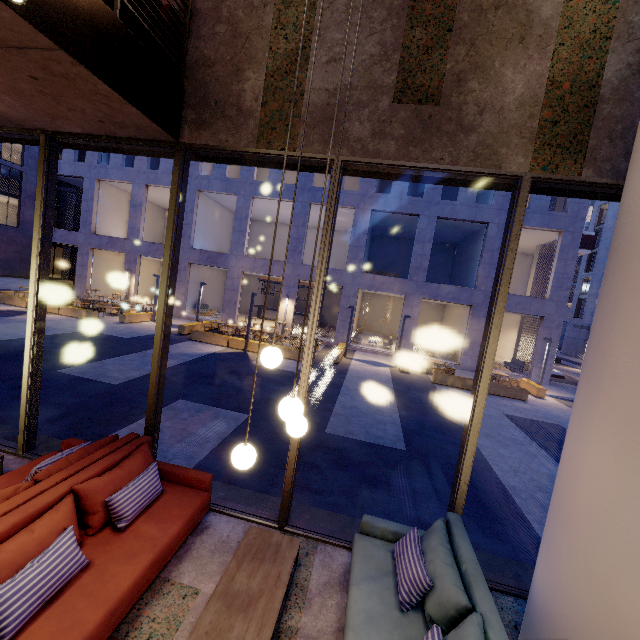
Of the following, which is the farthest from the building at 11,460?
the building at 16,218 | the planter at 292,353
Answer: the building at 16,218

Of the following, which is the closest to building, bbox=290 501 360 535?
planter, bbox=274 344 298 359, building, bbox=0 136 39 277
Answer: planter, bbox=274 344 298 359

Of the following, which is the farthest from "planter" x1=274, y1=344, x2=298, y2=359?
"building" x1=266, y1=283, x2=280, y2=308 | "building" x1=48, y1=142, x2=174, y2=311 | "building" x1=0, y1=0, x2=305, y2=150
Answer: "building" x1=266, y1=283, x2=280, y2=308

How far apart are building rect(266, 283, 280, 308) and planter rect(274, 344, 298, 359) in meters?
13.7 m

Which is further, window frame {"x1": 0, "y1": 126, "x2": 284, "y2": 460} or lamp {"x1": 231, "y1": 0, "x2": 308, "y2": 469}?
window frame {"x1": 0, "y1": 126, "x2": 284, "y2": 460}

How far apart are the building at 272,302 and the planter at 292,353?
13.7m

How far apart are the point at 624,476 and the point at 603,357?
0.8 meters

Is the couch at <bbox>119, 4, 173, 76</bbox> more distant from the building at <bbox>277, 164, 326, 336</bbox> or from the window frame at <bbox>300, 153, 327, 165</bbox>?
the building at <bbox>277, 164, 326, 336</bbox>
